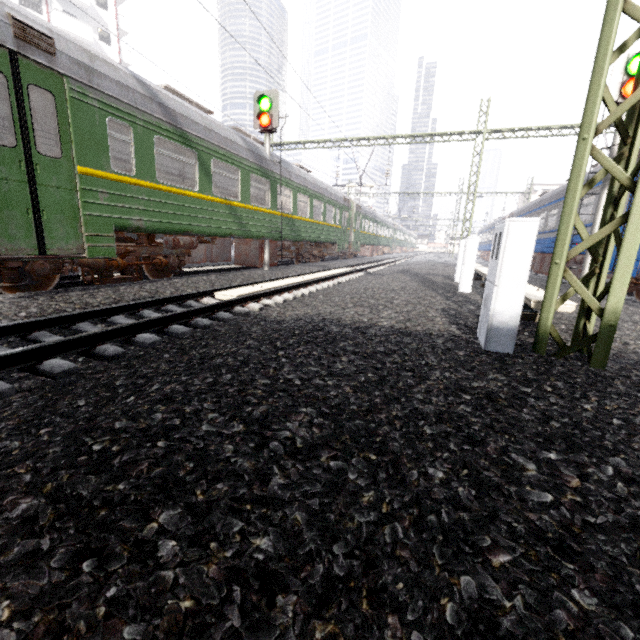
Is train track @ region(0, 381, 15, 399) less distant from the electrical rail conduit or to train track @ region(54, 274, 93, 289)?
train track @ region(54, 274, 93, 289)

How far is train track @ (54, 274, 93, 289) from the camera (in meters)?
6.80

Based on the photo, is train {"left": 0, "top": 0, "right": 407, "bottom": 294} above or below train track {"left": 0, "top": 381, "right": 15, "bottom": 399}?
above

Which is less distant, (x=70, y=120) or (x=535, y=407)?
(x=535, y=407)

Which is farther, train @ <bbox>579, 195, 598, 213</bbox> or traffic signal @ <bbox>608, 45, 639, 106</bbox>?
train @ <bbox>579, 195, 598, 213</bbox>

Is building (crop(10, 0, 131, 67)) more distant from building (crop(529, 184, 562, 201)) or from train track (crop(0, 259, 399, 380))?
building (crop(529, 184, 562, 201))

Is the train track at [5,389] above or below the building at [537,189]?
below
